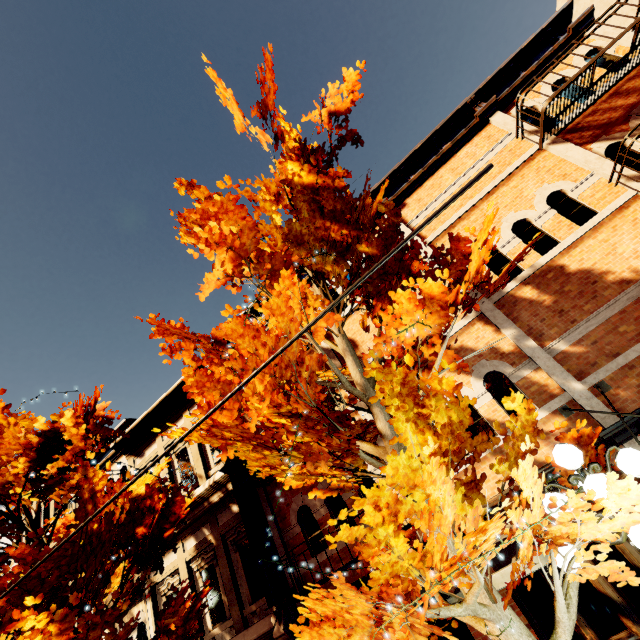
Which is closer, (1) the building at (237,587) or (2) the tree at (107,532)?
(2) the tree at (107,532)

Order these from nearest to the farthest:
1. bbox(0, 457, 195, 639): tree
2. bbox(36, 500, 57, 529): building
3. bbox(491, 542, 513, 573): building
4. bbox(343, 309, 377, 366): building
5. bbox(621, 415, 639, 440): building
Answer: bbox(0, 457, 195, 639): tree < bbox(621, 415, 639, 440): building < bbox(491, 542, 513, 573): building < bbox(343, 309, 377, 366): building < bbox(36, 500, 57, 529): building

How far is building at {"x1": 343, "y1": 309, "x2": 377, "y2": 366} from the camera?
9.16m

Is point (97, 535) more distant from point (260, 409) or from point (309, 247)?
point (309, 247)

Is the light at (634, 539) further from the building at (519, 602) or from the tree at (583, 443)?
the building at (519, 602)

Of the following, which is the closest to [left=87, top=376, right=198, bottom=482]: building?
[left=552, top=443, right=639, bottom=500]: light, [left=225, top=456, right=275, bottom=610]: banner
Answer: [left=225, top=456, right=275, bottom=610]: banner

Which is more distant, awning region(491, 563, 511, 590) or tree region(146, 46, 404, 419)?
awning region(491, 563, 511, 590)
